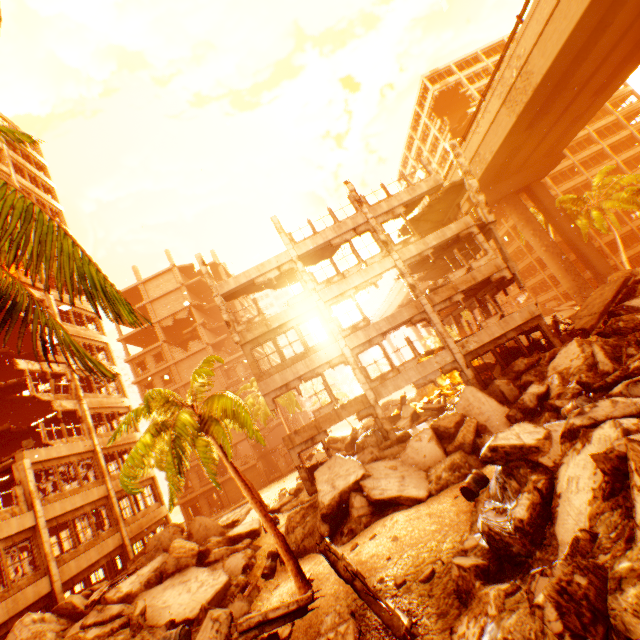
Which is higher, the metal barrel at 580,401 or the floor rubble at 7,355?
the floor rubble at 7,355

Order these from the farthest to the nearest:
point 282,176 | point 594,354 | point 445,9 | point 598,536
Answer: point 282,176, point 594,354, point 445,9, point 598,536

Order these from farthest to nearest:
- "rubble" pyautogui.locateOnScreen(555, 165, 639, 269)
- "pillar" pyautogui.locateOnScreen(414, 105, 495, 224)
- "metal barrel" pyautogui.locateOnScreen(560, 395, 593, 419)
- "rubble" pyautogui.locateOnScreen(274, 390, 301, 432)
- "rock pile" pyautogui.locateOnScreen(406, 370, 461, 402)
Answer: "rubble" pyautogui.locateOnScreen(274, 390, 301, 432) < "rubble" pyautogui.locateOnScreen(555, 165, 639, 269) < "rock pile" pyautogui.locateOnScreen(406, 370, 461, 402) < "pillar" pyautogui.locateOnScreen(414, 105, 495, 224) < "metal barrel" pyautogui.locateOnScreen(560, 395, 593, 419)

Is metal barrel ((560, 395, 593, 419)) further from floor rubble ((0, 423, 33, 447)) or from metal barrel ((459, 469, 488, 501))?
floor rubble ((0, 423, 33, 447))

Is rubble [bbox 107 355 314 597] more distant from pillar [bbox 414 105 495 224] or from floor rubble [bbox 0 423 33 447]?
pillar [bbox 414 105 495 224]

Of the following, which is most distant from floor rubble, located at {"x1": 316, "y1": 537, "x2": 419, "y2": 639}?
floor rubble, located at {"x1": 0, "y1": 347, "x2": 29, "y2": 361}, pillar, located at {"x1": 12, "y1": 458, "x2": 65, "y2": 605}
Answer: floor rubble, located at {"x1": 0, "y1": 347, "x2": 29, "y2": 361}

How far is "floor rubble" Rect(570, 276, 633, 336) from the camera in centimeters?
1639cm

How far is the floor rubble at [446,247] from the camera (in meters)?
19.83
